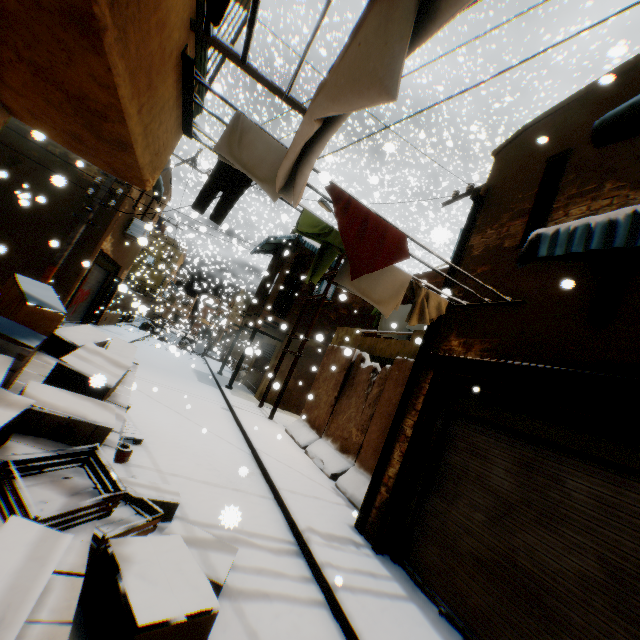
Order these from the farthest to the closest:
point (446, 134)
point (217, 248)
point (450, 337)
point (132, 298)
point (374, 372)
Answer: point (132, 298), point (446, 134), point (217, 248), point (374, 372), point (450, 337)

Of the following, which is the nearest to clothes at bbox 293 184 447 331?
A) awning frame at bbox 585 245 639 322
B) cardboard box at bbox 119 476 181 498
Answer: awning frame at bbox 585 245 639 322

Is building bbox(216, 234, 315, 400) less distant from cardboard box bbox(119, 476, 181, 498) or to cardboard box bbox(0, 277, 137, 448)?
cardboard box bbox(0, 277, 137, 448)

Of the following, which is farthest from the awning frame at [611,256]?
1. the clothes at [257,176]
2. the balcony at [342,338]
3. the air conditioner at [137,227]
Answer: the air conditioner at [137,227]

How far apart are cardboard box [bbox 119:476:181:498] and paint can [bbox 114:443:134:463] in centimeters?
102cm

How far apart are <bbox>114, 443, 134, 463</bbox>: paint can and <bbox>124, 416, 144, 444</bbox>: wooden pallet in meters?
0.3 m

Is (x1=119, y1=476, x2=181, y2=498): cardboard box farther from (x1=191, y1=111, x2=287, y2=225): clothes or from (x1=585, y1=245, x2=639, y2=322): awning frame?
(x1=585, y1=245, x2=639, y2=322): awning frame

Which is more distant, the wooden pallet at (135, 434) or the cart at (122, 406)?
the wooden pallet at (135, 434)
